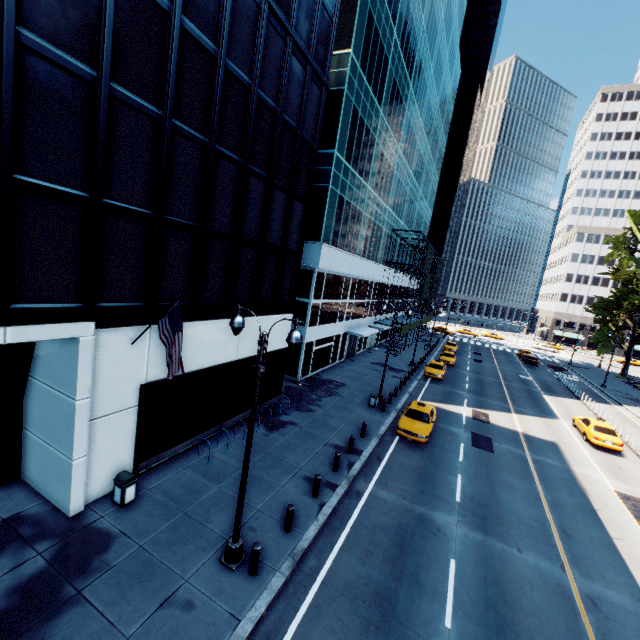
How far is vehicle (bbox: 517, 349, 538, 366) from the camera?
49.7 meters

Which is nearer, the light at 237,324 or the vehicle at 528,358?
the light at 237,324

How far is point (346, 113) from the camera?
23.7 meters

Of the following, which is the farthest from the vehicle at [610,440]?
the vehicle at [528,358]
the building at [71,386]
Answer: the vehicle at [528,358]

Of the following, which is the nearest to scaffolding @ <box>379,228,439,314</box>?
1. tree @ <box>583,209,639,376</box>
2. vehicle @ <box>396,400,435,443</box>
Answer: vehicle @ <box>396,400,435,443</box>

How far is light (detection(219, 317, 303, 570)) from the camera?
8.1 meters

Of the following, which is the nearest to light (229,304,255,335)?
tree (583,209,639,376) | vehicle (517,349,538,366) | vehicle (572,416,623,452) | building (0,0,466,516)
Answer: building (0,0,466,516)

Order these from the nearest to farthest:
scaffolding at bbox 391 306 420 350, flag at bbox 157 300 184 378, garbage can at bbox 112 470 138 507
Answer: flag at bbox 157 300 184 378, garbage can at bbox 112 470 138 507, scaffolding at bbox 391 306 420 350
